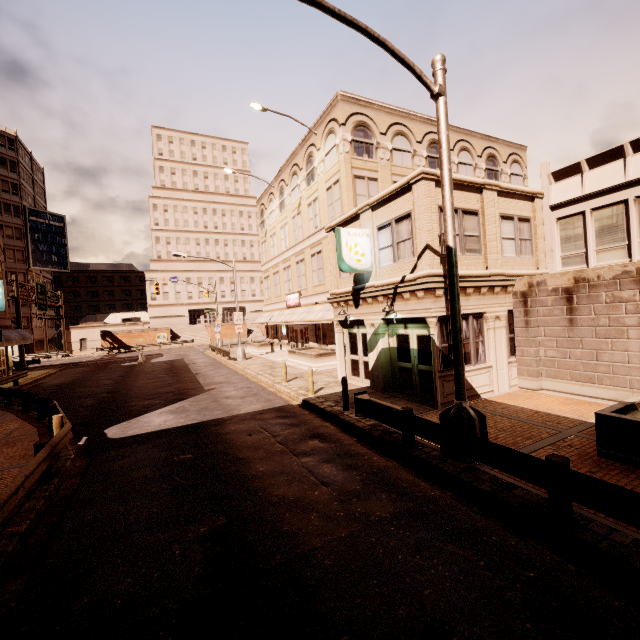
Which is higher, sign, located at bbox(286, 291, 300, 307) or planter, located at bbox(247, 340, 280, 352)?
sign, located at bbox(286, 291, 300, 307)

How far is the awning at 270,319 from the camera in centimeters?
2320cm

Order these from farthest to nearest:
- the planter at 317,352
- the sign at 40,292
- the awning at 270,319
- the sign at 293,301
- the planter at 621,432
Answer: the sign at 40,292 < the sign at 293,301 < the awning at 270,319 < the planter at 317,352 < the planter at 621,432

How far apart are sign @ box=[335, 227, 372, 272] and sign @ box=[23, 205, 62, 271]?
65.5 meters

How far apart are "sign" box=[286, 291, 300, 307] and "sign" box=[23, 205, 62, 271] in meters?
51.5 m

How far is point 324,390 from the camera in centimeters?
1513cm

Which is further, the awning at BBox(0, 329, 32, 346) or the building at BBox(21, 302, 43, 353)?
the building at BBox(21, 302, 43, 353)

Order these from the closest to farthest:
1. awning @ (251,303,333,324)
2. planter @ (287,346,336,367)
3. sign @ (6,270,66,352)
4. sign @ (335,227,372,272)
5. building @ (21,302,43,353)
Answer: sign @ (335,227,372,272), planter @ (287,346,336,367), awning @ (251,303,333,324), sign @ (6,270,66,352), building @ (21,302,43,353)
